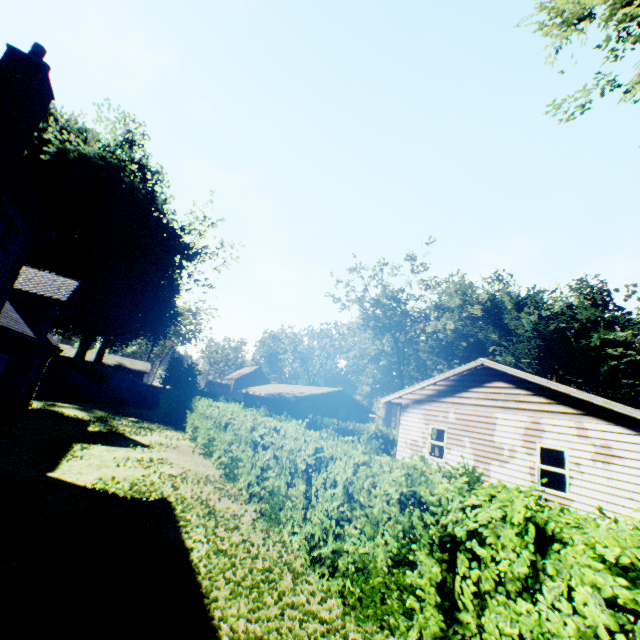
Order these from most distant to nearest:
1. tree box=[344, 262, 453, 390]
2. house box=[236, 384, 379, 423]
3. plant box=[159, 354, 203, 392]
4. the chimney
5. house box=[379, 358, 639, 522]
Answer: tree box=[344, 262, 453, 390] < house box=[236, 384, 379, 423] < plant box=[159, 354, 203, 392] < house box=[379, 358, 639, 522] < the chimney

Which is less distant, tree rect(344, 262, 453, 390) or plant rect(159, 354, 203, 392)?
plant rect(159, 354, 203, 392)

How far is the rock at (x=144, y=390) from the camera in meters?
26.2

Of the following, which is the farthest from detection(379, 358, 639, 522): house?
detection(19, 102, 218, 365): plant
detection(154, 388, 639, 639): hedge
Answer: detection(19, 102, 218, 365): plant

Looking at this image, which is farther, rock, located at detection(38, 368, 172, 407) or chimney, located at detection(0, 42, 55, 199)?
rock, located at detection(38, 368, 172, 407)

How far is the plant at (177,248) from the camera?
32.7 meters

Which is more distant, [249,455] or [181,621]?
[249,455]

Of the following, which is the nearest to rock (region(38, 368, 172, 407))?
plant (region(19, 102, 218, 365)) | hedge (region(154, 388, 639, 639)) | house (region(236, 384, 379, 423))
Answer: plant (region(19, 102, 218, 365))
